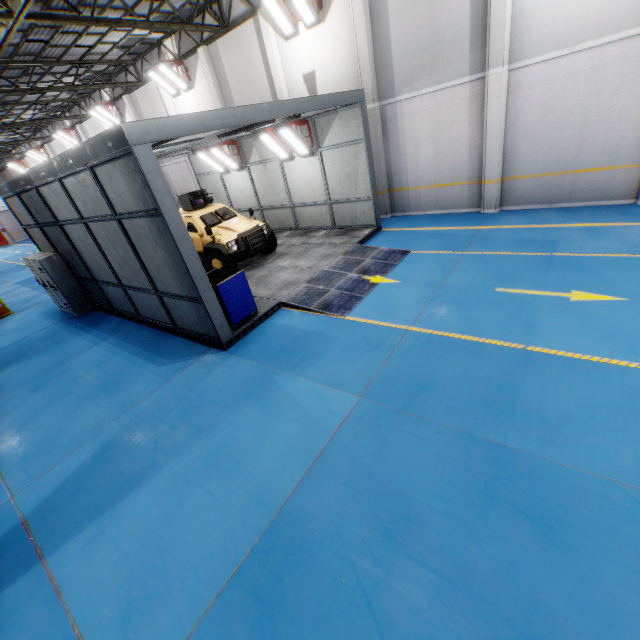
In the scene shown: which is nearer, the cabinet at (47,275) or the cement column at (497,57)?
the cement column at (497,57)

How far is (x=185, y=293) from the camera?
A: 7.0m

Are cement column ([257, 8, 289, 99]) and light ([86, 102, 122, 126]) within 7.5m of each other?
no

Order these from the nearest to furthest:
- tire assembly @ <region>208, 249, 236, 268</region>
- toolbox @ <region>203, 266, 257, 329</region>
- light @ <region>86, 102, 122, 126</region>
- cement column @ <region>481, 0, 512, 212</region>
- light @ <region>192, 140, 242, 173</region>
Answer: toolbox @ <region>203, 266, 257, 329</region>
cement column @ <region>481, 0, 512, 212</region>
tire assembly @ <region>208, 249, 236, 268</region>
light @ <region>192, 140, 242, 173</region>
light @ <region>86, 102, 122, 126</region>

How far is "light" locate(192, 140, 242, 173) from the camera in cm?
1332

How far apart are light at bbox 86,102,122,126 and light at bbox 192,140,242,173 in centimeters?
1188cm

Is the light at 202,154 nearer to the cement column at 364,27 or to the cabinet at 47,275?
the cement column at 364,27

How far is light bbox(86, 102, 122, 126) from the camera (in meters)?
19.75
